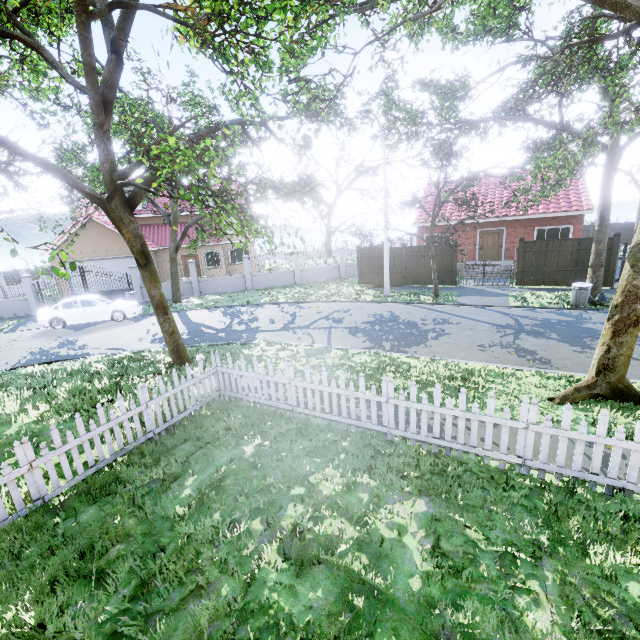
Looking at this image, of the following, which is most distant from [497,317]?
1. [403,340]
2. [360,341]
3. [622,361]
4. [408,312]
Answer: [622,361]

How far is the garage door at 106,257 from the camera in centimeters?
2391cm

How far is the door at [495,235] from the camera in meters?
22.0 m

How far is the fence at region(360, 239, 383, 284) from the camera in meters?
20.6

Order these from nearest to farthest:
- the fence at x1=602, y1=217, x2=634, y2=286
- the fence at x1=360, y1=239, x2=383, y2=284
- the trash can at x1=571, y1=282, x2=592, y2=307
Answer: the trash can at x1=571, y1=282, x2=592, y2=307 < the fence at x1=602, y1=217, x2=634, y2=286 < the fence at x1=360, y1=239, x2=383, y2=284

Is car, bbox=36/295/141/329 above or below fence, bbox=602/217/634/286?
below

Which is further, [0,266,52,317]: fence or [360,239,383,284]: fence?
[360,239,383,284]: fence
